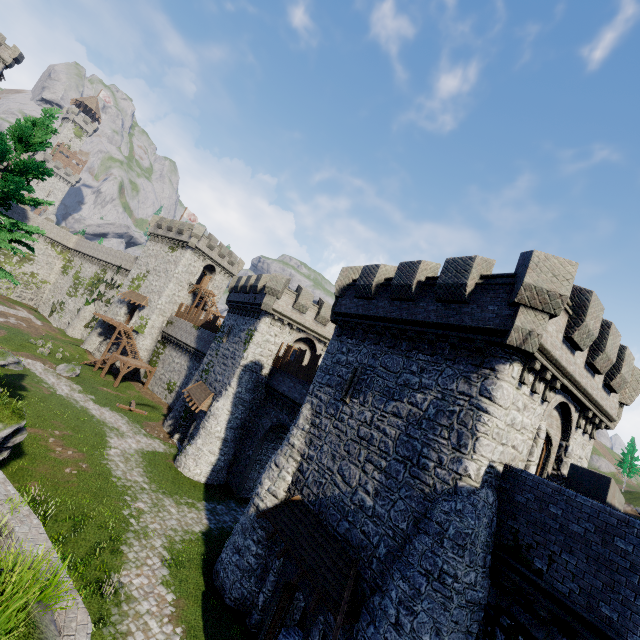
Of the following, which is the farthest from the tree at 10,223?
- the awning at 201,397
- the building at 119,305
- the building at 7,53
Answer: the building at 7,53

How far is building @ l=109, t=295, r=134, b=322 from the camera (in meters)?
46.94

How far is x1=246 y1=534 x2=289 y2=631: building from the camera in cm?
1343

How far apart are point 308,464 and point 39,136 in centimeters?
1874cm

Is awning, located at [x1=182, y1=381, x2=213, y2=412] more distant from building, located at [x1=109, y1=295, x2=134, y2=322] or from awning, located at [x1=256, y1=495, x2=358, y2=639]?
building, located at [x1=109, y1=295, x2=134, y2=322]

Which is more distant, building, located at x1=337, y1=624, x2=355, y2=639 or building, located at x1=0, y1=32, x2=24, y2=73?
building, located at x1=0, y1=32, x2=24, y2=73

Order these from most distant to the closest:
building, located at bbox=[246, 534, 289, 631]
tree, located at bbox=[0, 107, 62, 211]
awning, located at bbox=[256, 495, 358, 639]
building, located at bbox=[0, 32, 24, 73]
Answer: building, located at bbox=[0, 32, 24, 73]
building, located at bbox=[246, 534, 289, 631]
tree, located at bbox=[0, 107, 62, 211]
awning, located at bbox=[256, 495, 358, 639]

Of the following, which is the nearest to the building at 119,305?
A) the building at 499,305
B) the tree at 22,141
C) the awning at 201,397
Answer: the building at 499,305
